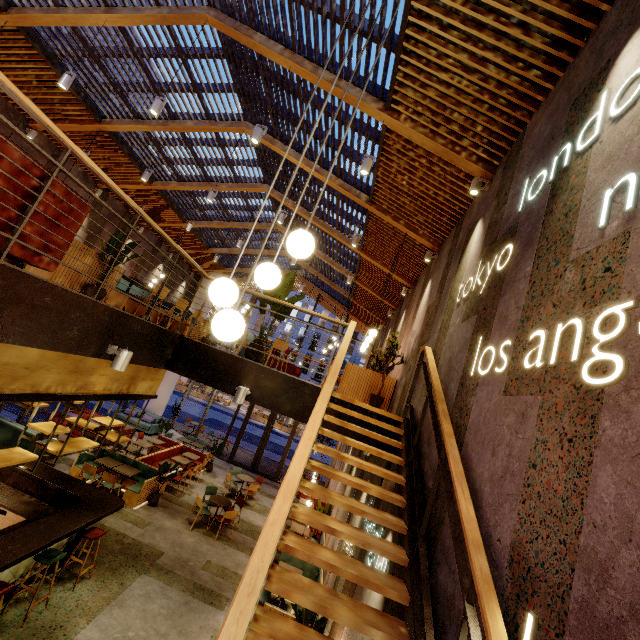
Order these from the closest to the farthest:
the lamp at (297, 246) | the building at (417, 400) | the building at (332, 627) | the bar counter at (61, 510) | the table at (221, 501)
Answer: the lamp at (297, 246) → the building at (332, 627) → the building at (417, 400) → the bar counter at (61, 510) → the table at (221, 501)

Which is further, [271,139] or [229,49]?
[271,139]

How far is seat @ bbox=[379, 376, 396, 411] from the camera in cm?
724

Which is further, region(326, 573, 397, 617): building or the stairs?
region(326, 573, 397, 617): building

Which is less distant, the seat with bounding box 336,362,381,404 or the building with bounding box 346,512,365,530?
the building with bounding box 346,512,365,530

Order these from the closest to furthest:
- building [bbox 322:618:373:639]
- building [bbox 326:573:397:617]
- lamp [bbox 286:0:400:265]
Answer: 1. lamp [bbox 286:0:400:265]
2. building [bbox 326:573:397:617]
3. building [bbox 322:618:373:639]

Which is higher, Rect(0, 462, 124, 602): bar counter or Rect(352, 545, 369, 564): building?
Rect(352, 545, 369, 564): building

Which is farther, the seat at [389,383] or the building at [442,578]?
the seat at [389,383]
